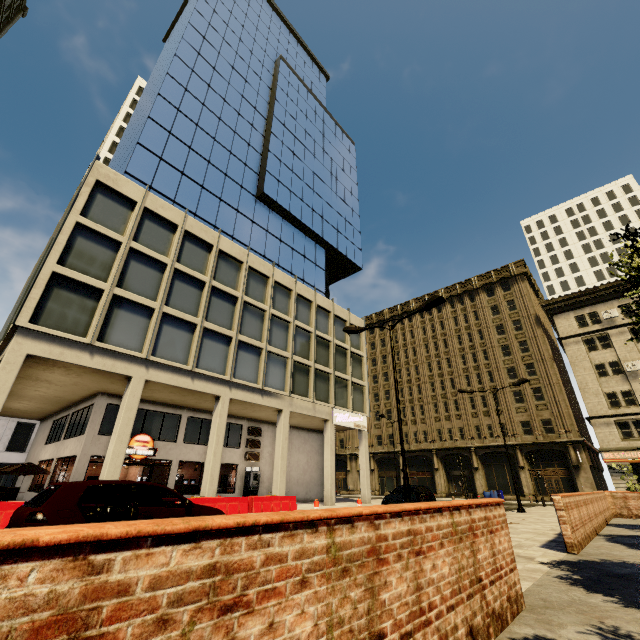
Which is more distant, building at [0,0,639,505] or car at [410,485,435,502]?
car at [410,485,435,502]

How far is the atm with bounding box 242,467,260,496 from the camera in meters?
22.8

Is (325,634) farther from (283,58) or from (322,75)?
(322,75)

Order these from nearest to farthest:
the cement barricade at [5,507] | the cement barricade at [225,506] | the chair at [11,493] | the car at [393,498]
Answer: the cement barricade at [5,507] → the cement barricade at [225,506] → the chair at [11,493] → the car at [393,498]

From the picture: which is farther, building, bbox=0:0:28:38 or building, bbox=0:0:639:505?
building, bbox=0:0:28:38

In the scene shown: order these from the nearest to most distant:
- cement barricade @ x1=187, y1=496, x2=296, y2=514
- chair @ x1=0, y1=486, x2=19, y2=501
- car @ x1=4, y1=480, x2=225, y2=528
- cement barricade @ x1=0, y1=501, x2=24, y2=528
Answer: car @ x1=4, y1=480, x2=225, y2=528 < cement barricade @ x1=0, y1=501, x2=24, y2=528 < cement barricade @ x1=187, y1=496, x2=296, y2=514 < chair @ x1=0, y1=486, x2=19, y2=501

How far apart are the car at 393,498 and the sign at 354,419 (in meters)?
7.29

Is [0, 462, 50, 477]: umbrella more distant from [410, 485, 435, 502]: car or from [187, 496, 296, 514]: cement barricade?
[410, 485, 435, 502]: car
